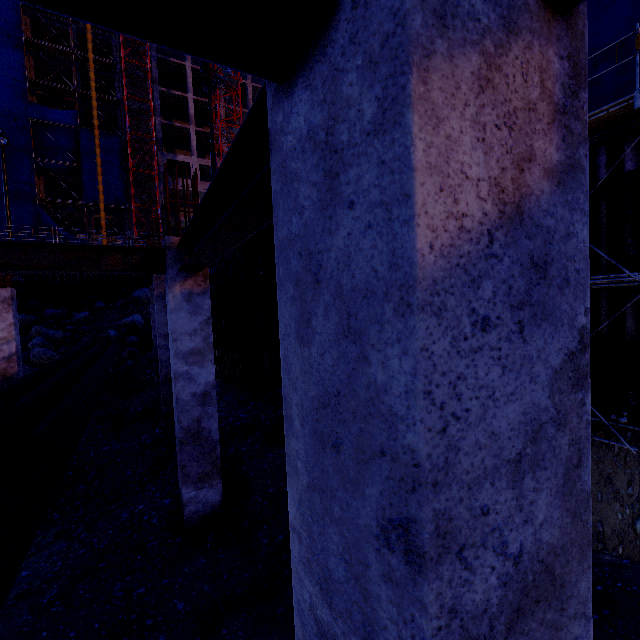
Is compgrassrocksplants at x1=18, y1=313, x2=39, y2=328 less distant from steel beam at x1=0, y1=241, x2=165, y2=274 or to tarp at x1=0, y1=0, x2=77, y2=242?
tarp at x1=0, y1=0, x2=77, y2=242

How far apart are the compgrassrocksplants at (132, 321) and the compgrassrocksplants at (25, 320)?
5.6m

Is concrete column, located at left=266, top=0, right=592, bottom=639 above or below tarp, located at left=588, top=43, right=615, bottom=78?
below

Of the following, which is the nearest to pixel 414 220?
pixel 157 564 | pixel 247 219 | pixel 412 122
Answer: pixel 412 122

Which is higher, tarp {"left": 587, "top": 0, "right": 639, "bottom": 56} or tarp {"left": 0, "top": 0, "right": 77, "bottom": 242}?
tarp {"left": 0, "top": 0, "right": 77, "bottom": 242}

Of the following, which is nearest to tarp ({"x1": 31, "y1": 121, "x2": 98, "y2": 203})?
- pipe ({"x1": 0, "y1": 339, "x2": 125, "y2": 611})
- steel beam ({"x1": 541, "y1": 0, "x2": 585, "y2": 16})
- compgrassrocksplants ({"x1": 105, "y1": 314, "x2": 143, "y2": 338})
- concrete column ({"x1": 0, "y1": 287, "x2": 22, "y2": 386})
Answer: compgrassrocksplants ({"x1": 105, "y1": 314, "x2": 143, "y2": 338})

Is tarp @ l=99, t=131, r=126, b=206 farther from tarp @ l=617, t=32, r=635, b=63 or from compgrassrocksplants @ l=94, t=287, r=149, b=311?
tarp @ l=617, t=32, r=635, b=63

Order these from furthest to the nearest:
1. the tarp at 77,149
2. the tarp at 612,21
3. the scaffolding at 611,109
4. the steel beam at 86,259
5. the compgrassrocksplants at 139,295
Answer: the tarp at 77,149, the compgrassrocksplants at 139,295, the tarp at 612,21, the scaffolding at 611,109, the steel beam at 86,259
